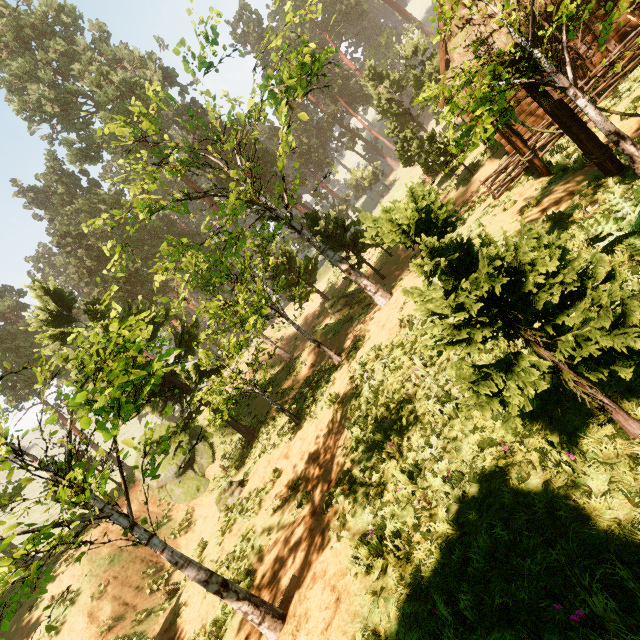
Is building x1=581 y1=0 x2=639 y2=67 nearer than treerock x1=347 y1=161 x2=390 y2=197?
Yes

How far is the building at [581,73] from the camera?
12.26m

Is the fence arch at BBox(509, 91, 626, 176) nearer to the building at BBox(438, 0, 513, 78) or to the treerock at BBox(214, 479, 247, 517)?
the building at BBox(438, 0, 513, 78)

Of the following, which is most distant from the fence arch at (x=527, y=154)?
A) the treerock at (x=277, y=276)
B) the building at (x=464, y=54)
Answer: the treerock at (x=277, y=276)

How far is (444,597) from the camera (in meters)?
3.48

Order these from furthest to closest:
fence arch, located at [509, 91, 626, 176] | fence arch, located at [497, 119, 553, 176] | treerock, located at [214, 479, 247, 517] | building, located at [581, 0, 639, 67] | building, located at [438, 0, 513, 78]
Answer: treerock, located at [214, 479, 247, 517] → building, located at [438, 0, 513, 78] → building, located at [581, 0, 639, 67] → fence arch, located at [497, 119, 553, 176] → fence arch, located at [509, 91, 626, 176]
